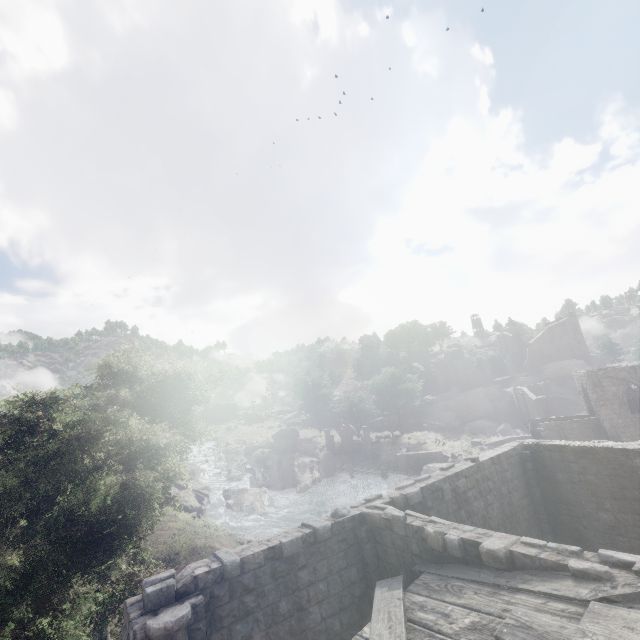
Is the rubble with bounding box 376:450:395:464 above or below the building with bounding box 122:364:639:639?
below

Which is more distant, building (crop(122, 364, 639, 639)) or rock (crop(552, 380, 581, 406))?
rock (crop(552, 380, 581, 406))

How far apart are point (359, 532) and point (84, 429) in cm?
885

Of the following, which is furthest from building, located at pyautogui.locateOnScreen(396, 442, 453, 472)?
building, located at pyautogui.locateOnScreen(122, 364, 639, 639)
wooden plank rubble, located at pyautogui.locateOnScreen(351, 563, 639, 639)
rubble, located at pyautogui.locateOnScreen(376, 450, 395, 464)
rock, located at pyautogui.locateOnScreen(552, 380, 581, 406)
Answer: rock, located at pyautogui.locateOnScreen(552, 380, 581, 406)

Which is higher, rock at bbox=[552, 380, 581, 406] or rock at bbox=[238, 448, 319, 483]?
rock at bbox=[552, 380, 581, 406]

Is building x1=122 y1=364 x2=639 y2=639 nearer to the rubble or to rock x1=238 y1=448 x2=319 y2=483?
rock x1=238 y1=448 x2=319 y2=483

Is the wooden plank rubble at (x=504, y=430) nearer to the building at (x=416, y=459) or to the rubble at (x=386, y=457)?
the building at (x=416, y=459)

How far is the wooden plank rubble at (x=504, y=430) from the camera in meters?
51.8
